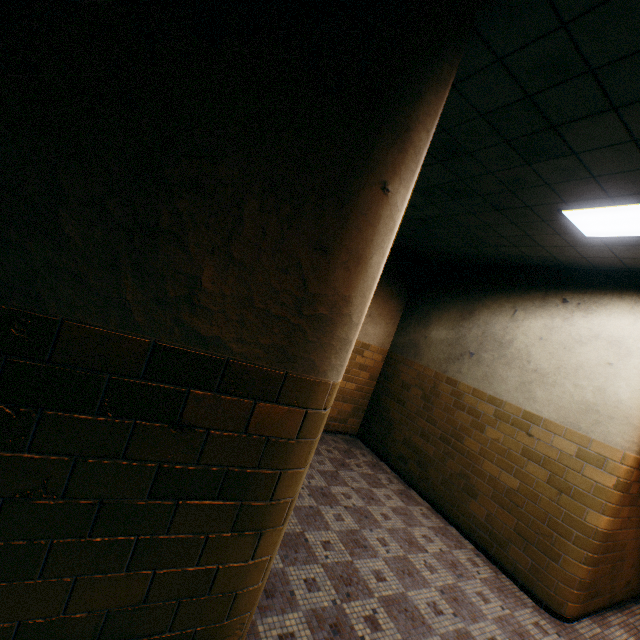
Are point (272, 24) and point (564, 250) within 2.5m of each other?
no
